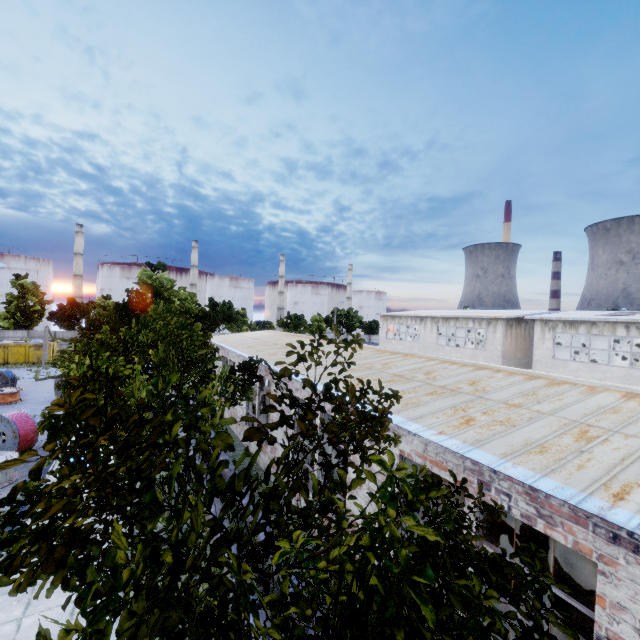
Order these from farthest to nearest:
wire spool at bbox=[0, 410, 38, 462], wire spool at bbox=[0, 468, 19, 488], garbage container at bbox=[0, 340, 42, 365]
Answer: garbage container at bbox=[0, 340, 42, 365], wire spool at bbox=[0, 410, 38, 462], wire spool at bbox=[0, 468, 19, 488]

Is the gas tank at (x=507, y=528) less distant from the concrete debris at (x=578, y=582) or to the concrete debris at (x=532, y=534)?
the concrete debris at (x=532, y=534)

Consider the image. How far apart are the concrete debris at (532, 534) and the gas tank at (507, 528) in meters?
0.0 m

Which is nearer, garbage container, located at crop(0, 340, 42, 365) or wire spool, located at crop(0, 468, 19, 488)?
wire spool, located at crop(0, 468, 19, 488)

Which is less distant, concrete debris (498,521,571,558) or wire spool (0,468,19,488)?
concrete debris (498,521,571,558)

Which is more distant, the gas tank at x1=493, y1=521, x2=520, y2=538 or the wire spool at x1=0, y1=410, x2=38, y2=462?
the wire spool at x1=0, y1=410, x2=38, y2=462

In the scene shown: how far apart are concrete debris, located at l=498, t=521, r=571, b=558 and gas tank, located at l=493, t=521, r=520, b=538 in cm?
1

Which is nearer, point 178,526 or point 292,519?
point 178,526
